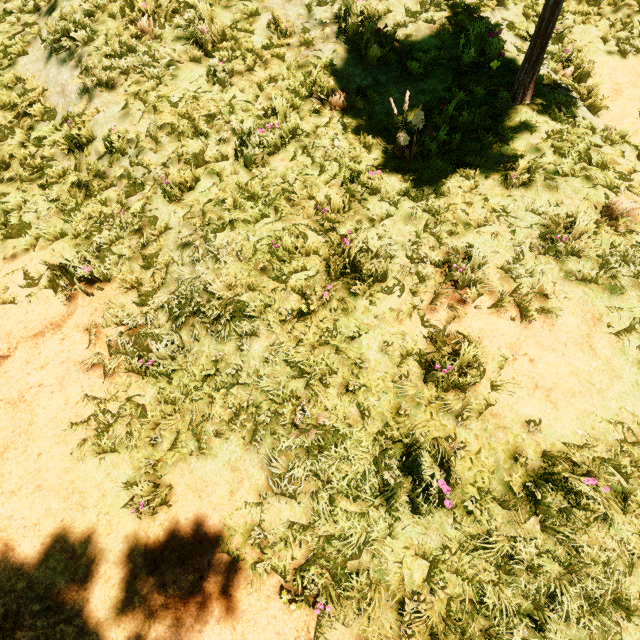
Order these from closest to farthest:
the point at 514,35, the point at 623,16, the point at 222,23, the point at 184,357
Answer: the point at 184,357, the point at 222,23, the point at 514,35, the point at 623,16
